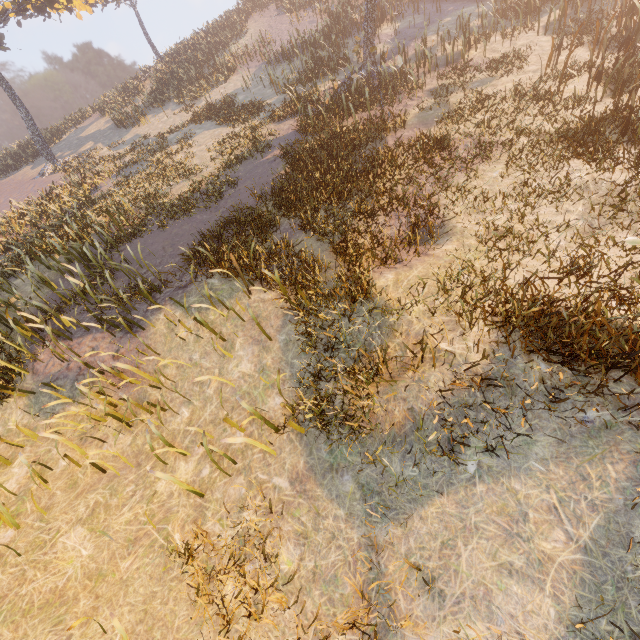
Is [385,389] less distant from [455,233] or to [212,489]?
[212,489]
